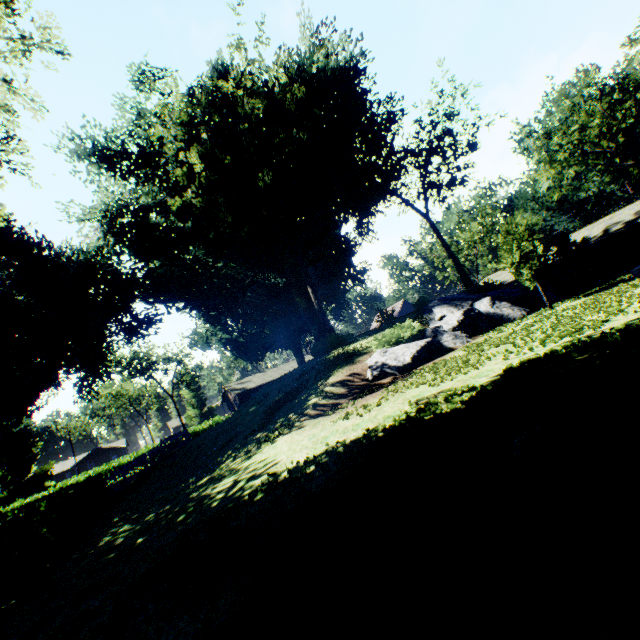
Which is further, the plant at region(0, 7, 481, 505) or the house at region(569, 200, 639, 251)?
the house at region(569, 200, 639, 251)

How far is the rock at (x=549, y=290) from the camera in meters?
20.7

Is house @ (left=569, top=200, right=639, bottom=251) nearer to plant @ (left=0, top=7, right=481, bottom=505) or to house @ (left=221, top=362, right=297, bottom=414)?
plant @ (left=0, top=7, right=481, bottom=505)

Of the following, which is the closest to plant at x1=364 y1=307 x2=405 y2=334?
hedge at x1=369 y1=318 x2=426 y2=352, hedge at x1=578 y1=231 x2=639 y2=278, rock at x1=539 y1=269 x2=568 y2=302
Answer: rock at x1=539 y1=269 x2=568 y2=302

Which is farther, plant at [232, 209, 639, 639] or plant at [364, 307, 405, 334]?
plant at [364, 307, 405, 334]

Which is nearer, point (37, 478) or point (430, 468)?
point (430, 468)

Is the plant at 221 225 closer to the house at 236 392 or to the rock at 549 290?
the rock at 549 290

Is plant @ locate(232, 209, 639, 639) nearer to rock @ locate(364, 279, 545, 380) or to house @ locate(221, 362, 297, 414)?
rock @ locate(364, 279, 545, 380)
